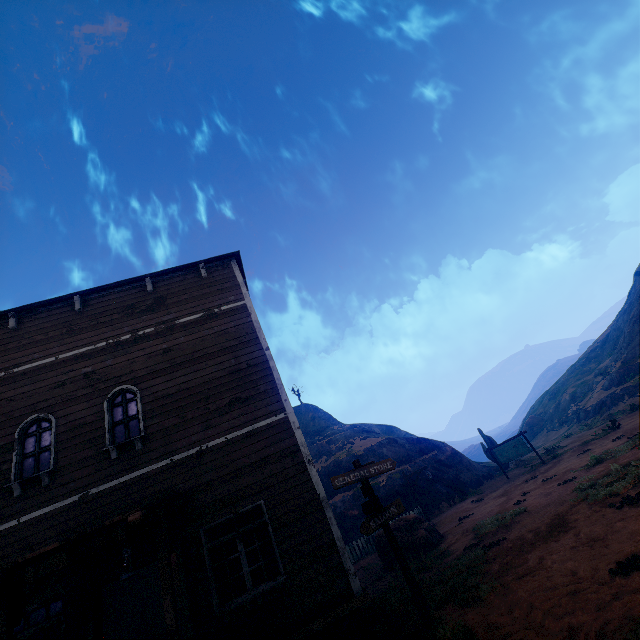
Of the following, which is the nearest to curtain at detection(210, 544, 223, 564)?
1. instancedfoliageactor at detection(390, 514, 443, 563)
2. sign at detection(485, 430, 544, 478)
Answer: instancedfoliageactor at detection(390, 514, 443, 563)

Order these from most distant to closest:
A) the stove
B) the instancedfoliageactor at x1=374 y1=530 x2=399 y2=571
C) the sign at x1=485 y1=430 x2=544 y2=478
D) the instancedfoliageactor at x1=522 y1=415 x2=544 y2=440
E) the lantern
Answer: the instancedfoliageactor at x1=522 y1=415 x2=544 y2=440, the sign at x1=485 y1=430 x2=544 y2=478, the instancedfoliageactor at x1=374 y1=530 x2=399 y2=571, the stove, the lantern

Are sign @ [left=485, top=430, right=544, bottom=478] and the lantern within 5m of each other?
no

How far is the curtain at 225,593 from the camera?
6.4m

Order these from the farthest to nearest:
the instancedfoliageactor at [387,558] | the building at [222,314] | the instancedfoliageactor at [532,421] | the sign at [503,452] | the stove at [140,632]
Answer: the instancedfoliageactor at [532,421], the sign at [503,452], the instancedfoliageactor at [387,558], the stove at [140,632], the building at [222,314]

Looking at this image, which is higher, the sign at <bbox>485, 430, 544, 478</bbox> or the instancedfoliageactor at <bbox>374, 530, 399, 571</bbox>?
the sign at <bbox>485, 430, 544, 478</bbox>

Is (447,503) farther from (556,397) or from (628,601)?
(556,397)

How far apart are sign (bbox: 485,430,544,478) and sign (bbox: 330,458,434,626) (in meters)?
19.21
